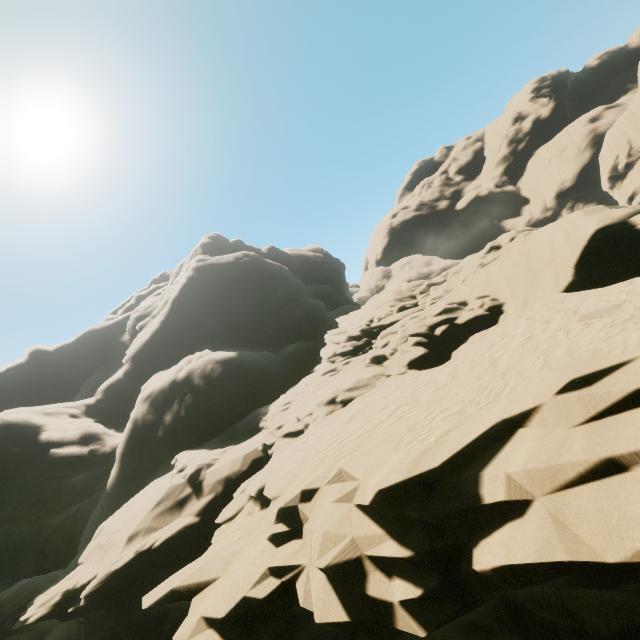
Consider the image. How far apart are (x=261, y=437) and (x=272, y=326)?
22.48m
